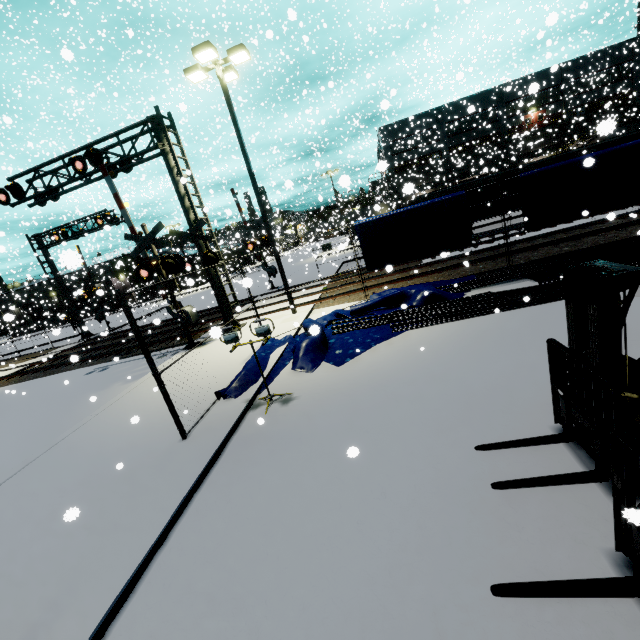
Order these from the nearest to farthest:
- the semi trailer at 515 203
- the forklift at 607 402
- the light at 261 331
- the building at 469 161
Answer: the forklift at 607 402 → the light at 261 331 → the semi trailer at 515 203 → the building at 469 161

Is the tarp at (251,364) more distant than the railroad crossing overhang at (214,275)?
No

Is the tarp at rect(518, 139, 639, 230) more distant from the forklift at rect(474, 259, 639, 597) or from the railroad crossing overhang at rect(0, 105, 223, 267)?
the railroad crossing overhang at rect(0, 105, 223, 267)

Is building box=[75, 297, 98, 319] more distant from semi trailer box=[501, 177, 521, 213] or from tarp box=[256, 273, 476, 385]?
tarp box=[256, 273, 476, 385]

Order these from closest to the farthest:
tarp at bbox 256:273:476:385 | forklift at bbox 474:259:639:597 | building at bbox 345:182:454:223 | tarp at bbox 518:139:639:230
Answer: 1. forklift at bbox 474:259:639:597
2. tarp at bbox 256:273:476:385
3. tarp at bbox 518:139:639:230
4. building at bbox 345:182:454:223

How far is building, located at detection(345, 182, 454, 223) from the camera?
26.1m

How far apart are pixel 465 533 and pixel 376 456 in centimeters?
153cm
